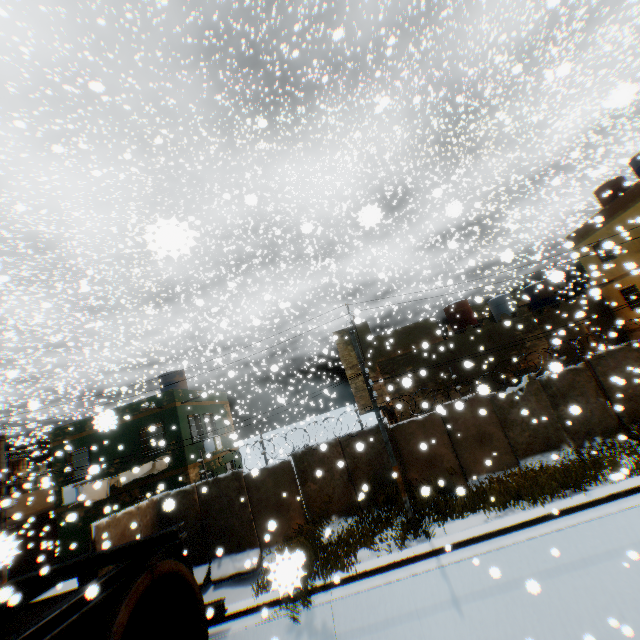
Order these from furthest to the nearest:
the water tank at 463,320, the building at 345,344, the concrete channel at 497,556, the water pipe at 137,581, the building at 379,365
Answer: the water tank at 463,320
the building at 345,344
the building at 379,365
the concrete channel at 497,556
the water pipe at 137,581

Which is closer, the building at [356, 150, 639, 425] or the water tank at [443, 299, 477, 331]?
the building at [356, 150, 639, 425]

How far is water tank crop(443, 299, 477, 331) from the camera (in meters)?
20.77

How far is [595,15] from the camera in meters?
20.2 m

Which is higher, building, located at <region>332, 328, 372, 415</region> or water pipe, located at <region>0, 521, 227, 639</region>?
building, located at <region>332, 328, 372, 415</region>

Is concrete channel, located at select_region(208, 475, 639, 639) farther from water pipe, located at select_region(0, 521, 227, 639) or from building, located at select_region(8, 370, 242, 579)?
building, located at select_region(8, 370, 242, 579)

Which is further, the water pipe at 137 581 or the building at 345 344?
the building at 345 344

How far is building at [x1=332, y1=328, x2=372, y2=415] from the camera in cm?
1777
